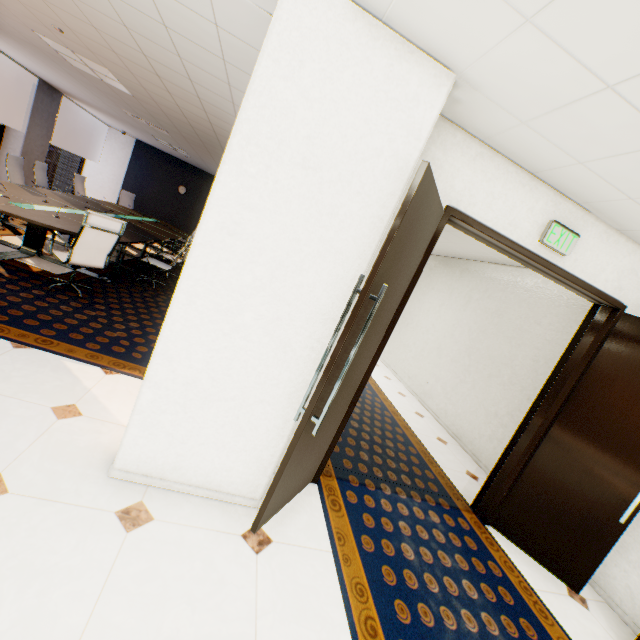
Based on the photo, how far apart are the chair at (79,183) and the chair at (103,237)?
5.52m

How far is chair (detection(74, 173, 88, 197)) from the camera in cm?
857

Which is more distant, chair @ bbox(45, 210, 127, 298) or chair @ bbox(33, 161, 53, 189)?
chair @ bbox(33, 161, 53, 189)

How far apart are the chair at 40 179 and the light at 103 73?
2.9 meters

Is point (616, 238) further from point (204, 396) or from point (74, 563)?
point (74, 563)

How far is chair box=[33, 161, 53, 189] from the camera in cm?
713

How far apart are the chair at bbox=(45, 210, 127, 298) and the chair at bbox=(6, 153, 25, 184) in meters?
3.3 m

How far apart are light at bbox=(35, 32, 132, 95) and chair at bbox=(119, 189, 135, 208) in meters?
5.4
